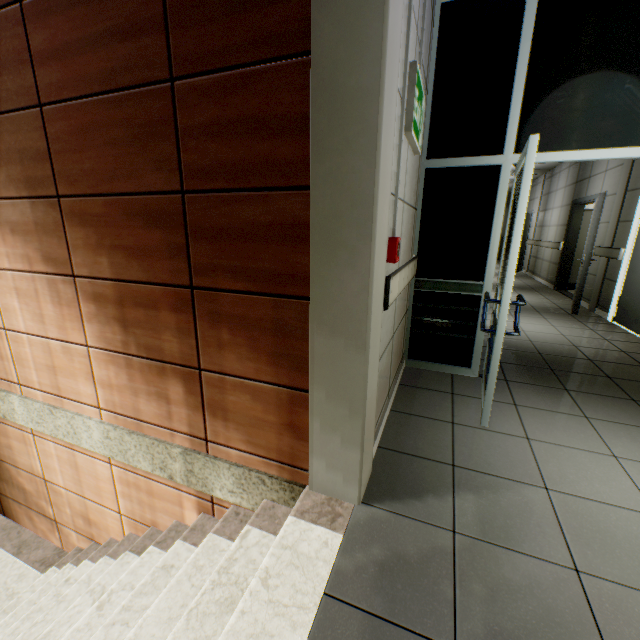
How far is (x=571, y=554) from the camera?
1.5 meters

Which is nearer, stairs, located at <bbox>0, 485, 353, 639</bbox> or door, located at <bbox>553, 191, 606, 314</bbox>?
stairs, located at <bbox>0, 485, 353, 639</bbox>

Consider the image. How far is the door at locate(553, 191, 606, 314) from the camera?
5.3m

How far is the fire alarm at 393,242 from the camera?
1.8m

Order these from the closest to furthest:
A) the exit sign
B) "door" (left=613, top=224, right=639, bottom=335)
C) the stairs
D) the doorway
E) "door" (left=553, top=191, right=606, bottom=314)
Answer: the stairs
the exit sign
the doorway
"door" (left=613, top=224, right=639, bottom=335)
"door" (left=553, top=191, right=606, bottom=314)

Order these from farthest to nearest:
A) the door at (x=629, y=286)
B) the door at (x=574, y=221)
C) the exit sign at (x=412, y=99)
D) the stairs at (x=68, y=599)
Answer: A:
the door at (x=574, y=221)
the door at (x=629, y=286)
the exit sign at (x=412, y=99)
the stairs at (x=68, y=599)

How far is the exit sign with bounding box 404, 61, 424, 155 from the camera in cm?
183

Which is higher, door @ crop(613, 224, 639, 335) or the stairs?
door @ crop(613, 224, 639, 335)
